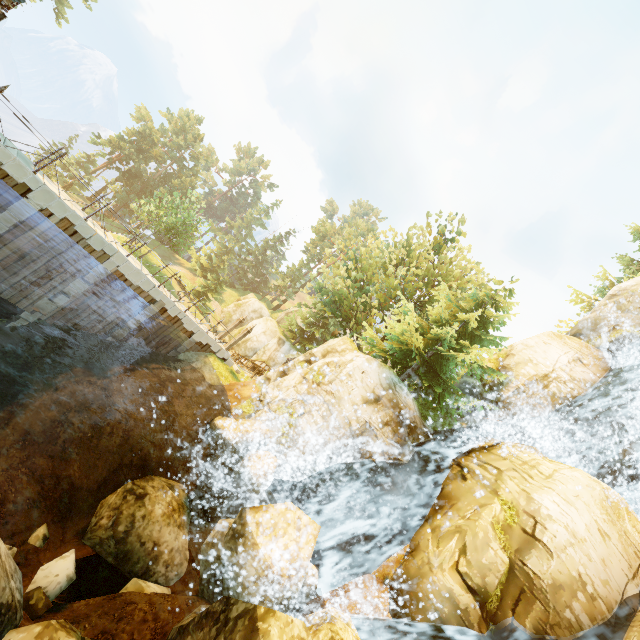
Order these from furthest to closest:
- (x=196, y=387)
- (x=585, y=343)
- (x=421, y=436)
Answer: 1. (x=585, y=343)
2. (x=196, y=387)
3. (x=421, y=436)

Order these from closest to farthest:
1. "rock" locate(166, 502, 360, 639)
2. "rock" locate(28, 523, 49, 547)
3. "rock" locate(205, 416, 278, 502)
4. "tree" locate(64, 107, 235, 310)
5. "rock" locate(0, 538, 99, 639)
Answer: "rock" locate(0, 538, 99, 639)
"rock" locate(166, 502, 360, 639)
"rock" locate(28, 523, 49, 547)
"rock" locate(205, 416, 278, 502)
"tree" locate(64, 107, 235, 310)

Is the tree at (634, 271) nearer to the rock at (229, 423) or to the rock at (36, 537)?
the rock at (229, 423)

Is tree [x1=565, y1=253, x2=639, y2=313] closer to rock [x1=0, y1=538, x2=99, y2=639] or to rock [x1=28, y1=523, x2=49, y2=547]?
rock [x1=0, y1=538, x2=99, y2=639]

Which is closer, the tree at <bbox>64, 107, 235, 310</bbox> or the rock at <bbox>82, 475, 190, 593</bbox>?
the rock at <bbox>82, 475, 190, 593</bbox>

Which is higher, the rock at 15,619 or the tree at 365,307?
the tree at 365,307

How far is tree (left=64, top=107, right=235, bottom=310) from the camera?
35.4m
